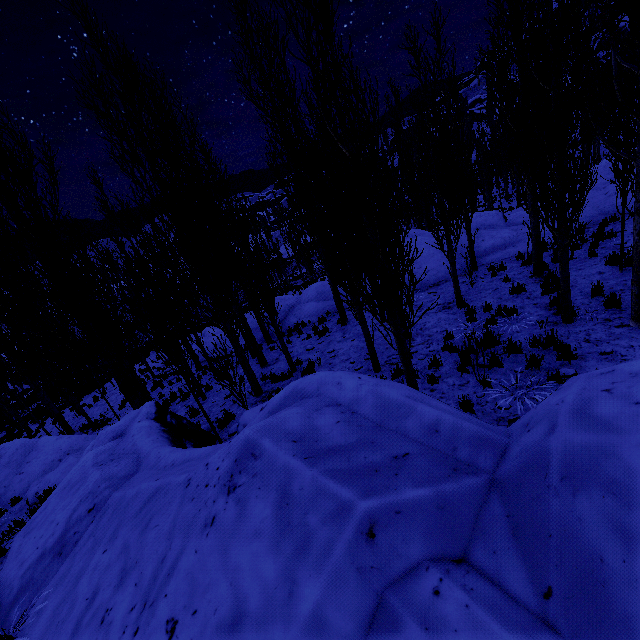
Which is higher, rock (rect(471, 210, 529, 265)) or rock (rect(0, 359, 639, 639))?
rock (rect(0, 359, 639, 639))

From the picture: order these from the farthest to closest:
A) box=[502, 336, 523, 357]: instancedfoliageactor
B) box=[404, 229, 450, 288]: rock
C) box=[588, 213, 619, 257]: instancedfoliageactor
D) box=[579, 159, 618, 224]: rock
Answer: box=[404, 229, 450, 288]: rock → box=[579, 159, 618, 224]: rock → box=[588, 213, 619, 257]: instancedfoliageactor → box=[502, 336, 523, 357]: instancedfoliageactor

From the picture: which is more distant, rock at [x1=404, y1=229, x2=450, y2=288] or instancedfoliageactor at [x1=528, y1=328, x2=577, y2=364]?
rock at [x1=404, y1=229, x2=450, y2=288]

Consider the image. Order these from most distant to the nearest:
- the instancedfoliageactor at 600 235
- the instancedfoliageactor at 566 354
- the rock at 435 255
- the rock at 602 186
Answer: the rock at 435 255 → the rock at 602 186 → the instancedfoliageactor at 600 235 → the instancedfoliageactor at 566 354

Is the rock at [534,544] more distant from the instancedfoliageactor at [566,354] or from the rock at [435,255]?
the rock at [435,255]

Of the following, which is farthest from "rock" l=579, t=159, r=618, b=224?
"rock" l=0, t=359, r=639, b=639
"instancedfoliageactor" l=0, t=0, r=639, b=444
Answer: "rock" l=0, t=359, r=639, b=639

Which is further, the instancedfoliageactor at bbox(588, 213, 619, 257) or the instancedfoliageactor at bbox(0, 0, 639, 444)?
the instancedfoliageactor at bbox(588, 213, 619, 257)

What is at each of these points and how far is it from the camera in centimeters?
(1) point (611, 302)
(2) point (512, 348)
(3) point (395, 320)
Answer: (1) instancedfoliageactor, 691cm
(2) instancedfoliageactor, 676cm
(3) instancedfoliageactor, 520cm
